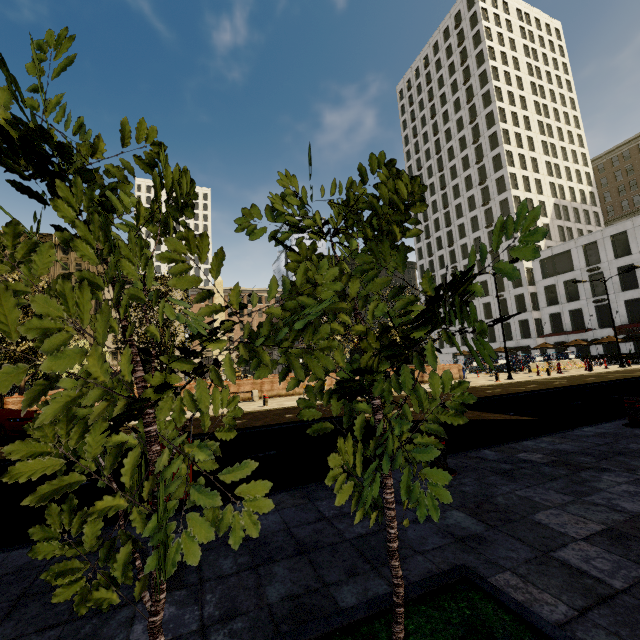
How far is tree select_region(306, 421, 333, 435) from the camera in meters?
1.8

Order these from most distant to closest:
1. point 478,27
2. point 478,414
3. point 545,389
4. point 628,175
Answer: point 628,175, point 478,27, point 545,389, point 478,414

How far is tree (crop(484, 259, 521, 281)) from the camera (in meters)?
1.28

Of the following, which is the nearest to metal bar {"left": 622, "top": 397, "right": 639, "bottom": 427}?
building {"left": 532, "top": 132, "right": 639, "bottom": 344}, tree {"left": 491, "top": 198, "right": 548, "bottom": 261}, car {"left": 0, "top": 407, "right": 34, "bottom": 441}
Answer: building {"left": 532, "top": 132, "right": 639, "bottom": 344}

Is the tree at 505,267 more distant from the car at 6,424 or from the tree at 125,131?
the car at 6,424

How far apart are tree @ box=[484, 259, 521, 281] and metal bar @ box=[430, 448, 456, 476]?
3.68m

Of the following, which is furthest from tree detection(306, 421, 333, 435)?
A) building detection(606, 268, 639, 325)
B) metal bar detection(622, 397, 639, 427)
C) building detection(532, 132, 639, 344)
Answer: building detection(606, 268, 639, 325)

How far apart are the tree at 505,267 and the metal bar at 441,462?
3.68m
